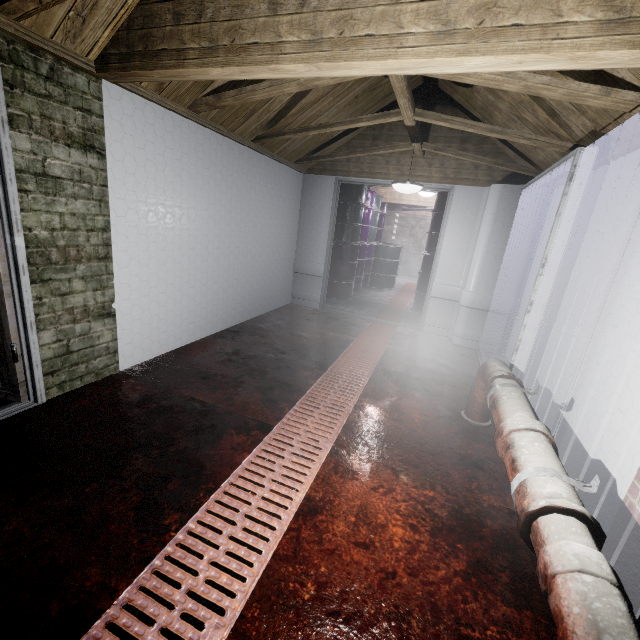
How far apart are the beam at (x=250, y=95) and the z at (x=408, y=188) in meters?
0.5 m

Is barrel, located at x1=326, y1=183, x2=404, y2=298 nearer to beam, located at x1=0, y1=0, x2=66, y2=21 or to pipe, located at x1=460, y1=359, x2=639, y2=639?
pipe, located at x1=460, y1=359, x2=639, y2=639

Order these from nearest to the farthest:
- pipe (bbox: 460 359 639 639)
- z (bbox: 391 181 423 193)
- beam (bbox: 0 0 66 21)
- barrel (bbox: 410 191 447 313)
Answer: pipe (bbox: 460 359 639 639) → beam (bbox: 0 0 66 21) → z (bbox: 391 181 423 193) → barrel (bbox: 410 191 447 313)

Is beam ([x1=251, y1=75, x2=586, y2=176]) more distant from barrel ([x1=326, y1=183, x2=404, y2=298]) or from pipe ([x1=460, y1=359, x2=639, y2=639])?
barrel ([x1=326, y1=183, x2=404, y2=298])

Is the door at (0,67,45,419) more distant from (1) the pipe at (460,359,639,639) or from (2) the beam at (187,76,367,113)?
(1) the pipe at (460,359,639,639)

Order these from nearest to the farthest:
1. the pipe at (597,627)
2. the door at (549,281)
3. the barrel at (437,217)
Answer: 1. the pipe at (597,627)
2. the door at (549,281)
3. the barrel at (437,217)

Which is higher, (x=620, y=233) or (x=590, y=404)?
(x=620, y=233)

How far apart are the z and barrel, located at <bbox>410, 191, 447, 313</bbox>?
1.8 meters
